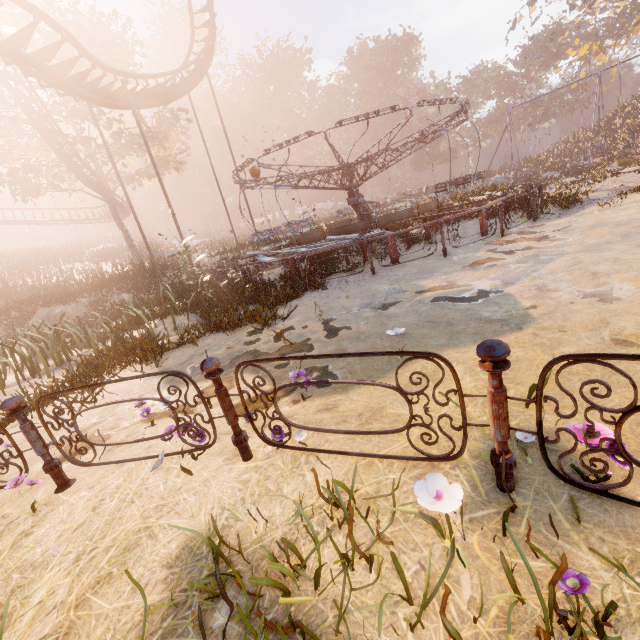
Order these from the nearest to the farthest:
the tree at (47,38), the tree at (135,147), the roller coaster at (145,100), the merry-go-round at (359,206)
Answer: the merry-go-round at (359,206), the roller coaster at (145,100), the tree at (47,38), the tree at (135,147)

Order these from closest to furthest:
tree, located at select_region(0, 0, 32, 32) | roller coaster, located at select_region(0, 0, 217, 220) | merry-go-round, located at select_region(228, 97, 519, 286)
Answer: merry-go-round, located at select_region(228, 97, 519, 286) < roller coaster, located at select_region(0, 0, 217, 220) < tree, located at select_region(0, 0, 32, 32)

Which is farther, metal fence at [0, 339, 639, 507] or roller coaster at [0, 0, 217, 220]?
roller coaster at [0, 0, 217, 220]

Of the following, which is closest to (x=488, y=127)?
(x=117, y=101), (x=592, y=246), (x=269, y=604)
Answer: (x=117, y=101)

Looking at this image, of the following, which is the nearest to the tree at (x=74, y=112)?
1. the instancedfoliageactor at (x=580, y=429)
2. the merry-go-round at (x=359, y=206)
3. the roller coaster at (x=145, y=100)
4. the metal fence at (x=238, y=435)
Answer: the roller coaster at (x=145, y=100)

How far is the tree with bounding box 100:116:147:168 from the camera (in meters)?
22.62

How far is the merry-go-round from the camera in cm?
926

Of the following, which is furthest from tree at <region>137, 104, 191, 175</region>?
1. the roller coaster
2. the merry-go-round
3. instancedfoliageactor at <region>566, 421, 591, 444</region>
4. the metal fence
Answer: instancedfoliageactor at <region>566, 421, 591, 444</region>
